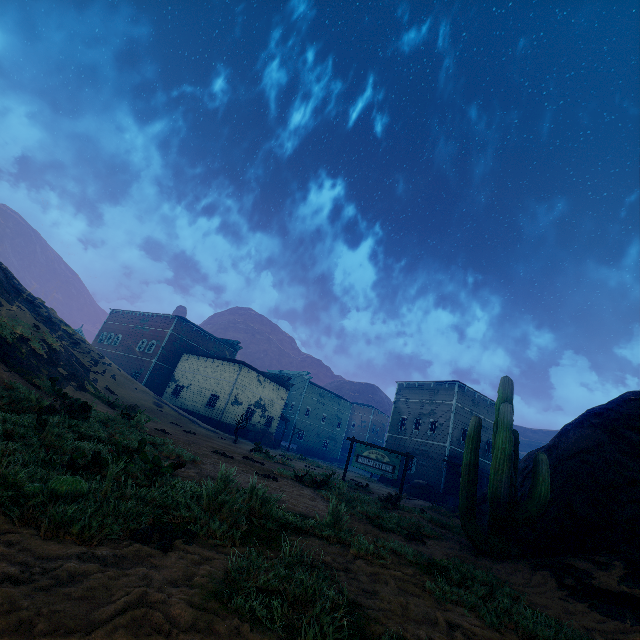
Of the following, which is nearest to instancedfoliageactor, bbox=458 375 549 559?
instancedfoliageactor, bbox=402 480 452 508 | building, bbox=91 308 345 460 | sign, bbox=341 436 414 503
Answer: sign, bbox=341 436 414 503

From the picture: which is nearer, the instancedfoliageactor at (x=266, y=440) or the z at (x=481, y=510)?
the z at (x=481, y=510)

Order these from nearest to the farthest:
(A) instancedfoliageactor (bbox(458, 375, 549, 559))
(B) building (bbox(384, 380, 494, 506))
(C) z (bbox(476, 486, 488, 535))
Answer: (A) instancedfoliageactor (bbox(458, 375, 549, 559))
(C) z (bbox(476, 486, 488, 535))
(B) building (bbox(384, 380, 494, 506))

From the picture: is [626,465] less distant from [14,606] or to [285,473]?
[285,473]

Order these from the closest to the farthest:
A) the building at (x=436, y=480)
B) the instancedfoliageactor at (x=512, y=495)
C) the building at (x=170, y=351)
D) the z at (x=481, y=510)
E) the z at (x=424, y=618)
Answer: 1. the z at (x=424, y=618)
2. the instancedfoliageactor at (x=512, y=495)
3. the z at (x=481, y=510)
4. the building at (x=436, y=480)
5. the building at (x=170, y=351)

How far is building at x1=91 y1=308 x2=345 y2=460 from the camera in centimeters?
3488cm

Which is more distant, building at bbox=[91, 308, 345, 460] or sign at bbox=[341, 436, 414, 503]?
building at bbox=[91, 308, 345, 460]

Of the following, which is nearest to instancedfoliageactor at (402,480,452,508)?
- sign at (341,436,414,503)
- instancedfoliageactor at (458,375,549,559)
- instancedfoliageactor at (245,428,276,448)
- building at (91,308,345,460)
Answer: building at (91,308,345,460)
